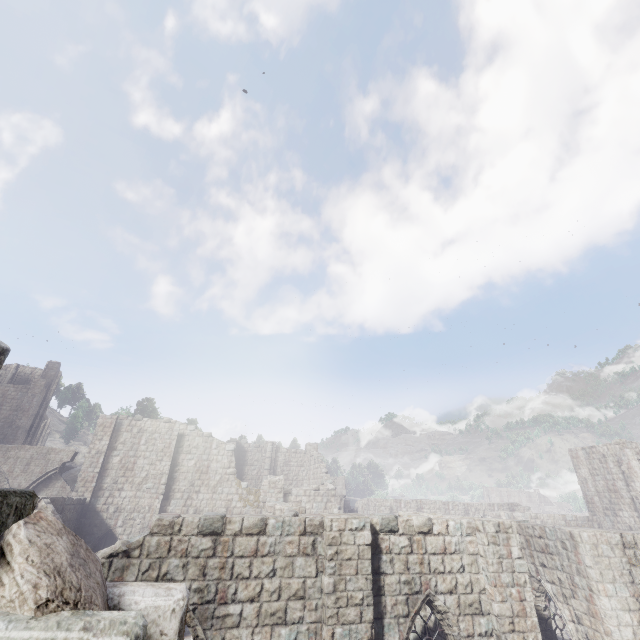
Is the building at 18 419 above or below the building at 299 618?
above

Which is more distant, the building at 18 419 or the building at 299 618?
the building at 18 419

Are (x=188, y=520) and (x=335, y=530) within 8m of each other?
yes

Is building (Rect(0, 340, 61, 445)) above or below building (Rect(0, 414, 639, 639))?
above

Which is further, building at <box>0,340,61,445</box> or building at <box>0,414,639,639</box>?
building at <box>0,340,61,445</box>
